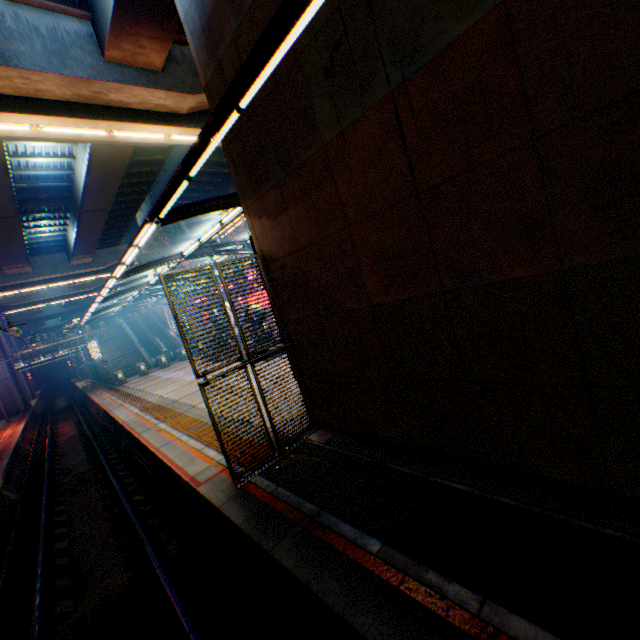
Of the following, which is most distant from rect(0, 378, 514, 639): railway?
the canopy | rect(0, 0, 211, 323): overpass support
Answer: the canopy

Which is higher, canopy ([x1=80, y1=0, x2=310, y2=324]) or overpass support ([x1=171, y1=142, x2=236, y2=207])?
overpass support ([x1=171, y1=142, x2=236, y2=207])

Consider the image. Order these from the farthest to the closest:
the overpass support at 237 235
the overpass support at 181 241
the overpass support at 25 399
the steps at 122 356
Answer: the overpass support at 237 235
the steps at 122 356
the overpass support at 181 241
the overpass support at 25 399

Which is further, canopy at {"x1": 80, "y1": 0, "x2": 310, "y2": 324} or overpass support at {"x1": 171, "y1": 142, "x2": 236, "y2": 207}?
overpass support at {"x1": 171, "y1": 142, "x2": 236, "y2": 207}

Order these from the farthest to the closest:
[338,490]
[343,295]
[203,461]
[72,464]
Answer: [72,464] → [203,461] → [343,295] → [338,490]

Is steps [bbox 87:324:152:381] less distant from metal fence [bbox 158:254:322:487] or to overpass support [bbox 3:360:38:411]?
metal fence [bbox 158:254:322:487]

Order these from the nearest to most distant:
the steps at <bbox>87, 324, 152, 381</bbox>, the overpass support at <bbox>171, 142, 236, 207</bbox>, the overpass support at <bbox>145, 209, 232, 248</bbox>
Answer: the overpass support at <bbox>171, 142, 236, 207</bbox>, the overpass support at <bbox>145, 209, 232, 248</bbox>, the steps at <bbox>87, 324, 152, 381</bbox>

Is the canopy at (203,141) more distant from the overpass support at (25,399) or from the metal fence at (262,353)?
the overpass support at (25,399)
